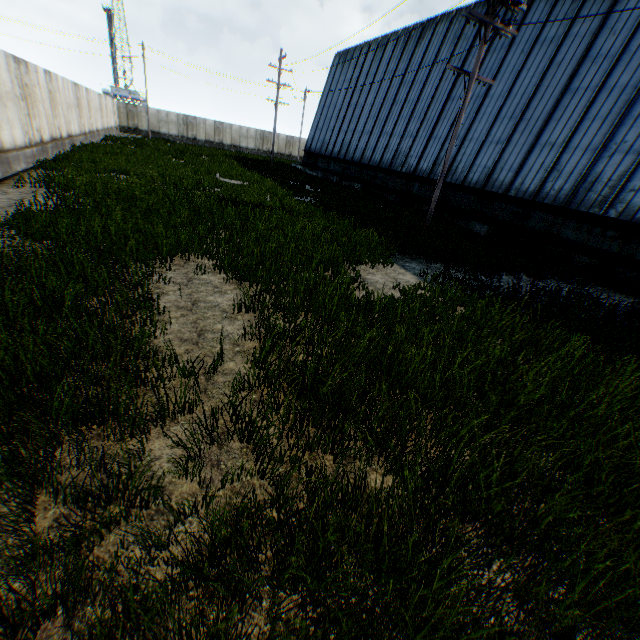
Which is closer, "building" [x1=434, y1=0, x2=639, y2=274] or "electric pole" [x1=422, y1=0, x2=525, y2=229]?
"electric pole" [x1=422, y1=0, x2=525, y2=229]

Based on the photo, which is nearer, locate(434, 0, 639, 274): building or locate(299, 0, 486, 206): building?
locate(434, 0, 639, 274): building

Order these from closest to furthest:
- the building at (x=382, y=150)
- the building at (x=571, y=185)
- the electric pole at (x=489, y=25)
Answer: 1. the electric pole at (x=489, y=25)
2. the building at (x=571, y=185)
3. the building at (x=382, y=150)

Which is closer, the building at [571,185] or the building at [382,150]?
the building at [571,185]

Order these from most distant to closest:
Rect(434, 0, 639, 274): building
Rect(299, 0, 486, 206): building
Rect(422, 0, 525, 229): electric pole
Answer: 1. Rect(299, 0, 486, 206): building
2. Rect(434, 0, 639, 274): building
3. Rect(422, 0, 525, 229): electric pole

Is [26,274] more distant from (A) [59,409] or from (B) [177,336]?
(A) [59,409]
